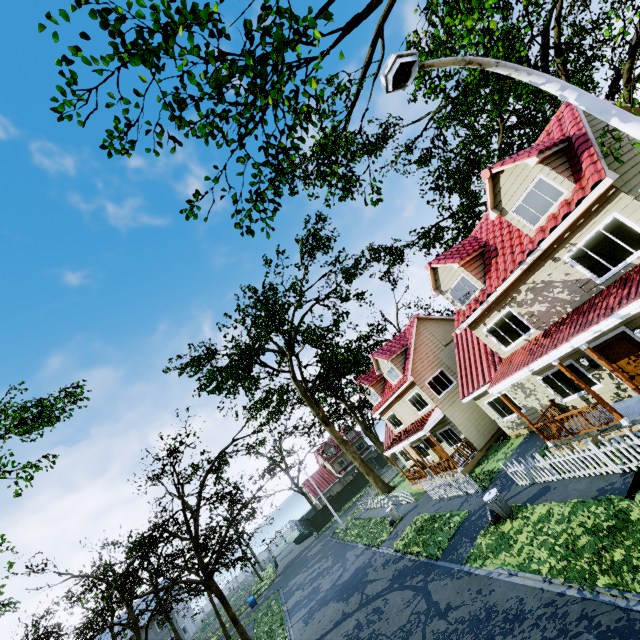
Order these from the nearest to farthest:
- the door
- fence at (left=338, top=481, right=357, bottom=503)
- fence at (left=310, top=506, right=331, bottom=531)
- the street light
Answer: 1. the street light
2. the door
3. fence at (left=310, top=506, right=331, bottom=531)
4. fence at (left=338, top=481, right=357, bottom=503)

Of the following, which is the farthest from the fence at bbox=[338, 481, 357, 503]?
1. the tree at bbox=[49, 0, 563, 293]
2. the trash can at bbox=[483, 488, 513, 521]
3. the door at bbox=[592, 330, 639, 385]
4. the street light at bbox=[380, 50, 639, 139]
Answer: the door at bbox=[592, 330, 639, 385]

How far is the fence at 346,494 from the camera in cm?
5017

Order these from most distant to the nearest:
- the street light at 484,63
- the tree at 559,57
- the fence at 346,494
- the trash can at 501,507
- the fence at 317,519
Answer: the fence at 346,494 < the fence at 317,519 < the trash can at 501,507 < the tree at 559,57 < the street light at 484,63

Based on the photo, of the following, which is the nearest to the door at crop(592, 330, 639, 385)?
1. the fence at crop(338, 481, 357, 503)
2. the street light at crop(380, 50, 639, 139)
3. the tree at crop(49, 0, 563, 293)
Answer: the fence at crop(338, 481, 357, 503)

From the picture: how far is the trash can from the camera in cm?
1186

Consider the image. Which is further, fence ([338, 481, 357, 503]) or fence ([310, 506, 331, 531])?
fence ([338, 481, 357, 503])

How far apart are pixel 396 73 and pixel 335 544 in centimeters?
3742cm
